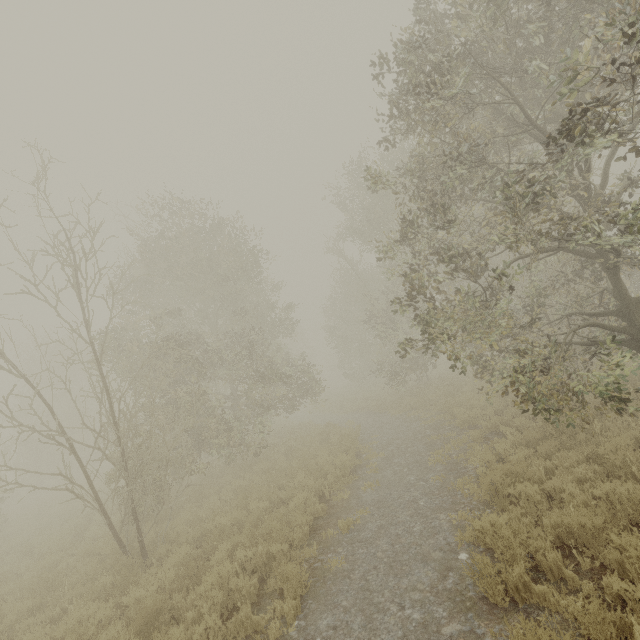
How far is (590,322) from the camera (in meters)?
7.66
